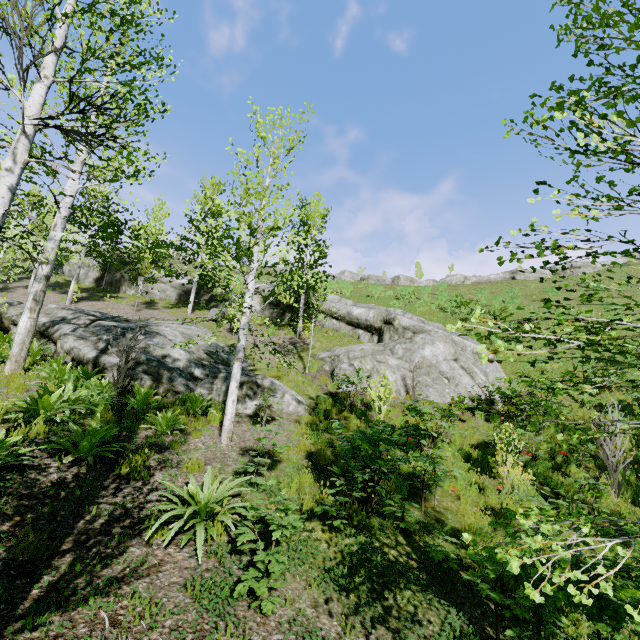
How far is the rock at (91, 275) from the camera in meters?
29.4

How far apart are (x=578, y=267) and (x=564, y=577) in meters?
50.4

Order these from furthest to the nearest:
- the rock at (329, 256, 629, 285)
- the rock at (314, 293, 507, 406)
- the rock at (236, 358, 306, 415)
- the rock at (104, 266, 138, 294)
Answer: the rock at (329, 256, 629, 285) < the rock at (104, 266, 138, 294) < the rock at (314, 293, 507, 406) < the rock at (236, 358, 306, 415)

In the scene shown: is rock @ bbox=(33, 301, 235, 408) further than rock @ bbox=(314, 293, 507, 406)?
No

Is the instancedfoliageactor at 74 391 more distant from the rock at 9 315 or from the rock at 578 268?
the rock at 578 268

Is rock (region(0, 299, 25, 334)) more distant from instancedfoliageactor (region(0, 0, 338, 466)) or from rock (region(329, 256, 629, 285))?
rock (region(329, 256, 629, 285))

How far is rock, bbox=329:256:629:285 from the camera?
41.66m

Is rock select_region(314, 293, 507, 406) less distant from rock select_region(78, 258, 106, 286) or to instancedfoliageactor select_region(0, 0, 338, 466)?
rock select_region(78, 258, 106, 286)
